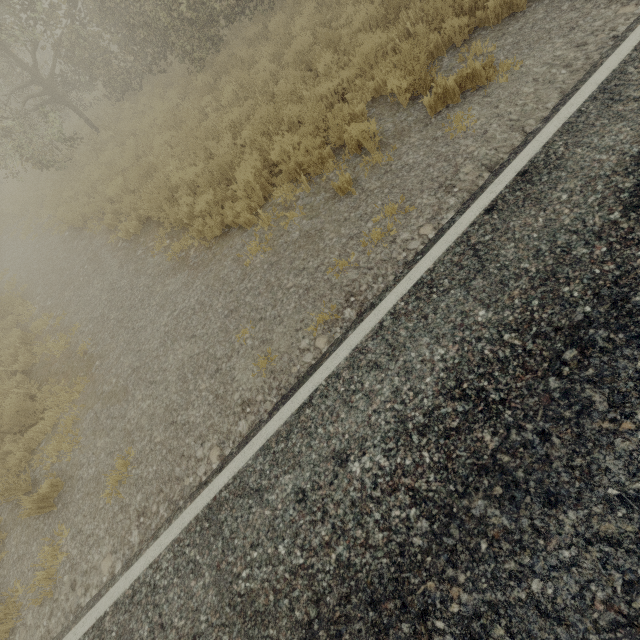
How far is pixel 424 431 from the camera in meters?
2.9 m
